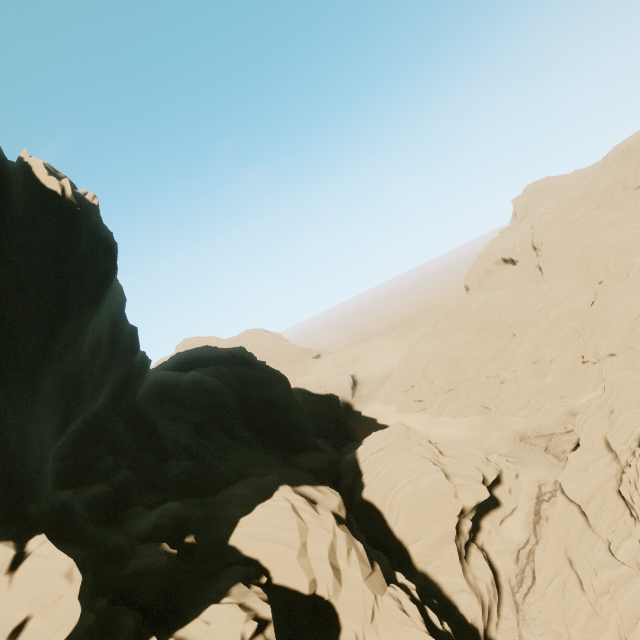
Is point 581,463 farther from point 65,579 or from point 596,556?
point 65,579

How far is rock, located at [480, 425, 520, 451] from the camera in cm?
4025

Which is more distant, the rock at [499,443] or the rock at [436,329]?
the rock at [499,443]

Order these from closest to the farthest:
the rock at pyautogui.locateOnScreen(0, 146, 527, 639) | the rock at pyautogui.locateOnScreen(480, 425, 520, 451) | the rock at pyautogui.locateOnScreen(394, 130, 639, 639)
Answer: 1. the rock at pyautogui.locateOnScreen(0, 146, 527, 639)
2. the rock at pyautogui.locateOnScreen(394, 130, 639, 639)
3. the rock at pyautogui.locateOnScreen(480, 425, 520, 451)

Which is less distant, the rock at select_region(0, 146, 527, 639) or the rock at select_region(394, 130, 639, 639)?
the rock at select_region(0, 146, 527, 639)
